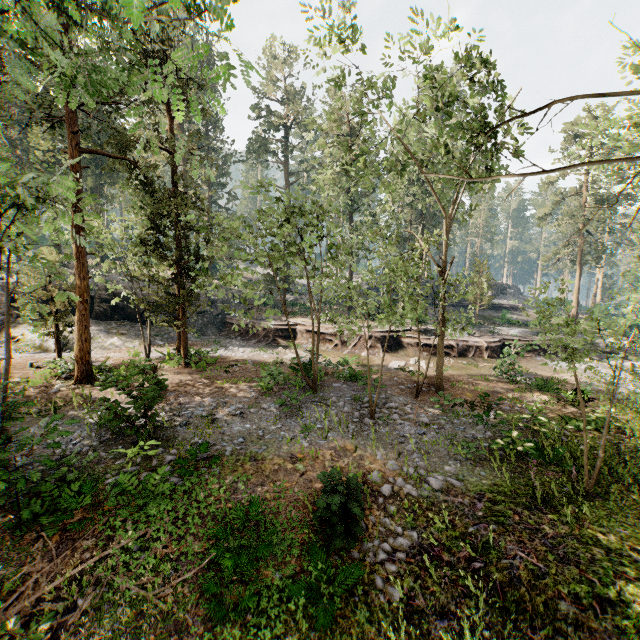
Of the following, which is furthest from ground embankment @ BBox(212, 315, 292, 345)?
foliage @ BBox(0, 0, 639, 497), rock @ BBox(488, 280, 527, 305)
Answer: rock @ BBox(488, 280, 527, 305)

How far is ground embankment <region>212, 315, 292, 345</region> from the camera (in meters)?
27.03

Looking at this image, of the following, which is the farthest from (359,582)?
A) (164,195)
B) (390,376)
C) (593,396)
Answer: (593,396)

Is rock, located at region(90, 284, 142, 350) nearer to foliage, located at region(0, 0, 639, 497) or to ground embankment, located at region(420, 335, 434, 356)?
ground embankment, located at region(420, 335, 434, 356)

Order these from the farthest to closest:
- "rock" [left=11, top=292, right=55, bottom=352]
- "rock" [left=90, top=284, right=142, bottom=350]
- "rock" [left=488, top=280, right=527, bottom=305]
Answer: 1. "rock" [left=488, top=280, right=527, bottom=305]
2. "rock" [left=90, top=284, right=142, bottom=350]
3. "rock" [left=11, top=292, right=55, bottom=352]

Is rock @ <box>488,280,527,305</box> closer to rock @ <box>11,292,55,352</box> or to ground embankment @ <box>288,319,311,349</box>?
ground embankment @ <box>288,319,311,349</box>

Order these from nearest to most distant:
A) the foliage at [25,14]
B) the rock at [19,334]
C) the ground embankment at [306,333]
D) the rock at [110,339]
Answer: the foliage at [25,14]
the rock at [19,334]
the rock at [110,339]
the ground embankment at [306,333]

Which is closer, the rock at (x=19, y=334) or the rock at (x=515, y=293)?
the rock at (x=19, y=334)
